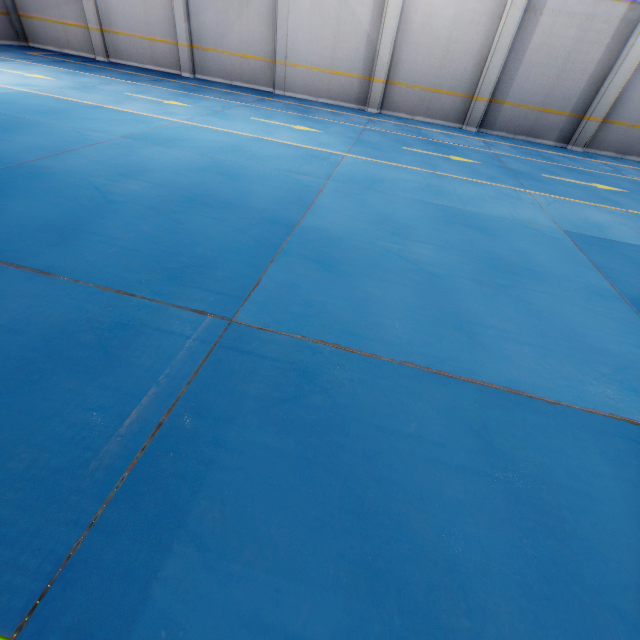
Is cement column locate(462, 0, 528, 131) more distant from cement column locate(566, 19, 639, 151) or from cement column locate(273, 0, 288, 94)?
cement column locate(273, 0, 288, 94)

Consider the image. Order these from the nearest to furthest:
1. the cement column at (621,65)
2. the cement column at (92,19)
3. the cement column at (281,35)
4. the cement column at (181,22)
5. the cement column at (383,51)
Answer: the cement column at (621,65) < the cement column at (383,51) < the cement column at (281,35) < the cement column at (181,22) < the cement column at (92,19)

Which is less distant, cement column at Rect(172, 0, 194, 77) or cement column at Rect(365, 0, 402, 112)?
cement column at Rect(365, 0, 402, 112)

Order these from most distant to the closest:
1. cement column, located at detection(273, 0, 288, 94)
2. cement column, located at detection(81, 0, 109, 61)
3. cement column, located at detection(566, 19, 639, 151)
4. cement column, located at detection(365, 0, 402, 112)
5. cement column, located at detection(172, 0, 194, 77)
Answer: cement column, located at detection(81, 0, 109, 61) → cement column, located at detection(172, 0, 194, 77) → cement column, located at detection(273, 0, 288, 94) → cement column, located at detection(365, 0, 402, 112) → cement column, located at detection(566, 19, 639, 151)

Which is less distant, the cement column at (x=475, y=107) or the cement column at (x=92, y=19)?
the cement column at (x=475, y=107)

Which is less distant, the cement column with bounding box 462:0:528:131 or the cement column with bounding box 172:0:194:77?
the cement column with bounding box 462:0:528:131

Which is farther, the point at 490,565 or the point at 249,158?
the point at 249,158
